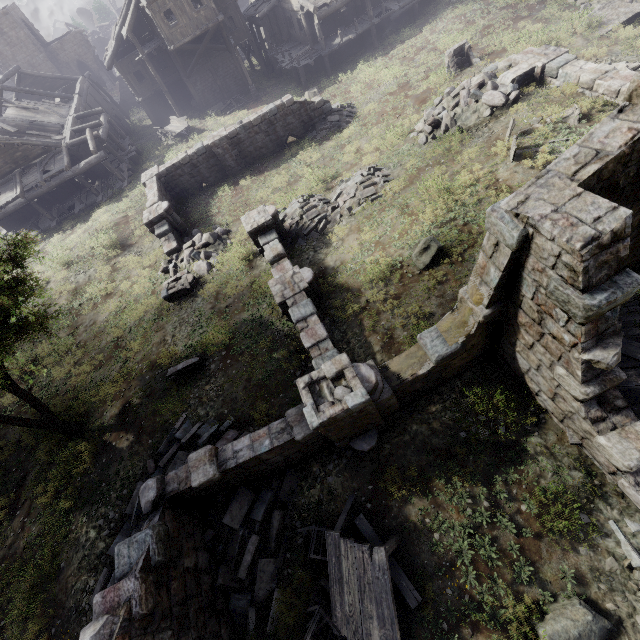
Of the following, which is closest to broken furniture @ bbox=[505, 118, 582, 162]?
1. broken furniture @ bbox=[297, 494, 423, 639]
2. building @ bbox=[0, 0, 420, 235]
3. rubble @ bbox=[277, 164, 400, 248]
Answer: rubble @ bbox=[277, 164, 400, 248]

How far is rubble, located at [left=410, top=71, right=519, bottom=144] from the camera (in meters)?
13.71

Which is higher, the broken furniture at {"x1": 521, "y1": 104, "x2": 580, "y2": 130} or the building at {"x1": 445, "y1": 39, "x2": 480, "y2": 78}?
the broken furniture at {"x1": 521, "y1": 104, "x2": 580, "y2": 130}

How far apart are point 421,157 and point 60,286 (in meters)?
20.93

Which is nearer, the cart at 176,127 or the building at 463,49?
the building at 463,49

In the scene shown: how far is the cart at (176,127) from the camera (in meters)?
28.39

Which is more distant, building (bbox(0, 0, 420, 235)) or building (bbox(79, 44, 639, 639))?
building (bbox(0, 0, 420, 235))

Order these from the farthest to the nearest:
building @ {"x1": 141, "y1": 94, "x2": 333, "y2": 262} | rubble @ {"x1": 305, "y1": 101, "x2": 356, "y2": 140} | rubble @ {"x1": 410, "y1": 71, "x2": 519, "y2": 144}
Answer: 1. rubble @ {"x1": 305, "y1": 101, "x2": 356, "y2": 140}
2. building @ {"x1": 141, "y1": 94, "x2": 333, "y2": 262}
3. rubble @ {"x1": 410, "y1": 71, "x2": 519, "y2": 144}
